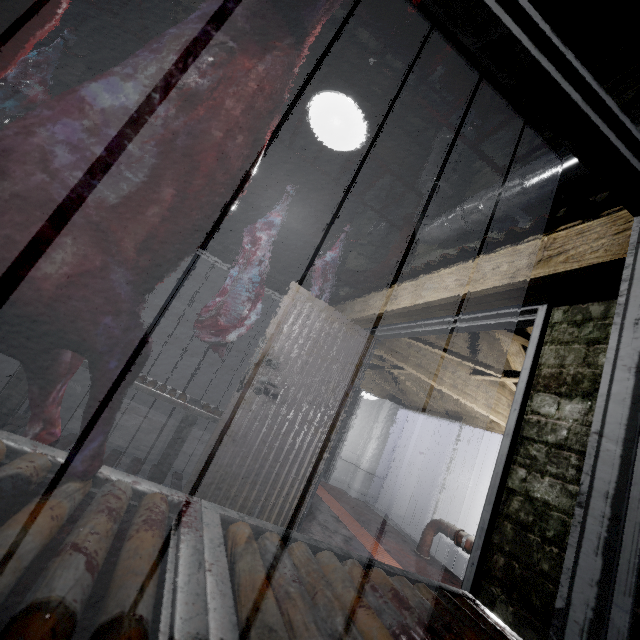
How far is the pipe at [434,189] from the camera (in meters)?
1.43

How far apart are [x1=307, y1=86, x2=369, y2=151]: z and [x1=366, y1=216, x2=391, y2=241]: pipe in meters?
1.8

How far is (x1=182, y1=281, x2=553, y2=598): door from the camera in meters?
1.3 m

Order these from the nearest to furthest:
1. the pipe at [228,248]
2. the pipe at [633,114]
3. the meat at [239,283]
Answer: the pipe at [633,114], the meat at [239,283], the pipe at [228,248]

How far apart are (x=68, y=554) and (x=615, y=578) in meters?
0.9 m

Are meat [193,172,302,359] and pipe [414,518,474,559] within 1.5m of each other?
no

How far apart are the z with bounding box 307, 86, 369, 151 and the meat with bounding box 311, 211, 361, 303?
1.16m

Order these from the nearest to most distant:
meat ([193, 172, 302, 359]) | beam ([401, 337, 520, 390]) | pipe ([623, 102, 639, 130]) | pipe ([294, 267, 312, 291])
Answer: pipe ([623, 102, 639, 130]), meat ([193, 172, 302, 359]), beam ([401, 337, 520, 390]), pipe ([294, 267, 312, 291])
